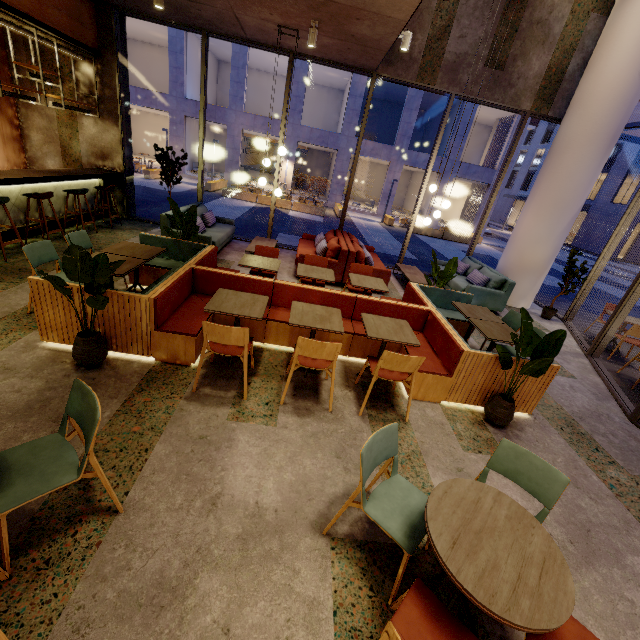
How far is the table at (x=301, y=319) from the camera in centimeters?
363cm

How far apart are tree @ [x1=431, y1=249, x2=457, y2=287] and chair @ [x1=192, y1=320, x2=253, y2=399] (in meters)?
3.72

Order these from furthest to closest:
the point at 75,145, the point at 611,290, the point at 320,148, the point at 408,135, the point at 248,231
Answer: the point at 320,148
the point at 408,135
the point at 611,290
the point at 248,231
the point at 75,145

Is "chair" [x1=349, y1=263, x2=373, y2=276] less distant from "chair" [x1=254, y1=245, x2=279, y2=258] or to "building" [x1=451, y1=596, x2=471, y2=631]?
"building" [x1=451, y1=596, x2=471, y2=631]

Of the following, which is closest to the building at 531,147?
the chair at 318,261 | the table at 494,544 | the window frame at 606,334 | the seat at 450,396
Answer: the window frame at 606,334

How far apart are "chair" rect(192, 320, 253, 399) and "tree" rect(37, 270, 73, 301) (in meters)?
0.92

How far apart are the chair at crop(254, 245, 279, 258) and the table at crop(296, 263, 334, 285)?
0.5m

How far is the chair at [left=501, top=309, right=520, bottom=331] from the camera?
5.2m
